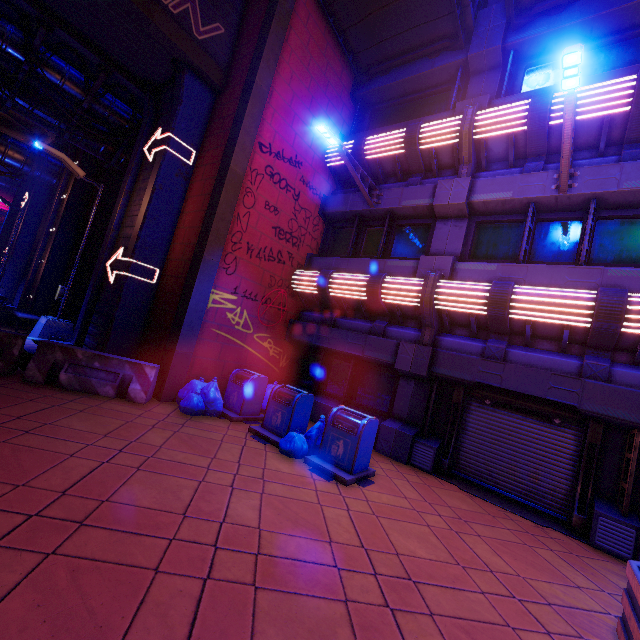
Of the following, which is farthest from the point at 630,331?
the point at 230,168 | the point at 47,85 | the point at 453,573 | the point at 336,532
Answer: the point at 47,85

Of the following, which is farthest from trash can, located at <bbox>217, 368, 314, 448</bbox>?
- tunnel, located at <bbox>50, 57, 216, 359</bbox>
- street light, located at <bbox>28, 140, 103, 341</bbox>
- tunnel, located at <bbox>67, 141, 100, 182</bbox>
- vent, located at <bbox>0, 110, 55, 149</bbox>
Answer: vent, located at <bbox>0, 110, 55, 149</bbox>

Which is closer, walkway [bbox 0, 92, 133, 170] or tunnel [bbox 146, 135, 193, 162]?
tunnel [bbox 146, 135, 193, 162]

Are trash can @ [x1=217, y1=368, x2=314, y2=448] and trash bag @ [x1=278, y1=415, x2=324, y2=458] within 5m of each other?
yes

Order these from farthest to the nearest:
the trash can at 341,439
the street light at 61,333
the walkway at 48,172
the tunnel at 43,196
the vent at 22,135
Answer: the tunnel at 43,196
the walkway at 48,172
the vent at 22,135
the street light at 61,333
the trash can at 341,439

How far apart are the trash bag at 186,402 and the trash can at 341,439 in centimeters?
255cm

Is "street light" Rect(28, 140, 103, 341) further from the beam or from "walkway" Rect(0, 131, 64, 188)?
"walkway" Rect(0, 131, 64, 188)

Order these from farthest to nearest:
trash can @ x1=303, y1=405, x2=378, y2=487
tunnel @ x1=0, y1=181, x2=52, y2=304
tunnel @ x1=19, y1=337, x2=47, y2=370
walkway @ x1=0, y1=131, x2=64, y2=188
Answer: tunnel @ x1=0, y1=181, x2=52, y2=304, walkway @ x1=0, y1=131, x2=64, y2=188, tunnel @ x1=19, y1=337, x2=47, y2=370, trash can @ x1=303, y1=405, x2=378, y2=487
